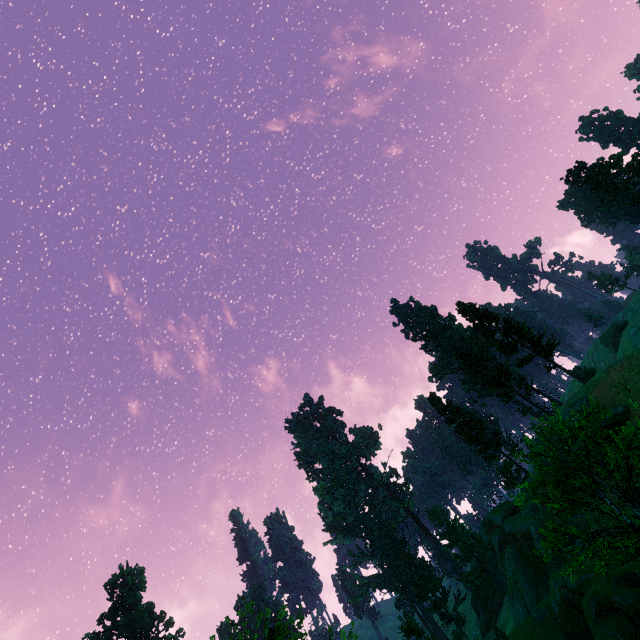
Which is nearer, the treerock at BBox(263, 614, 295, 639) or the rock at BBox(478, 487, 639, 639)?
the treerock at BBox(263, 614, 295, 639)

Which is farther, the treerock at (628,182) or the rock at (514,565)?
the treerock at (628,182)

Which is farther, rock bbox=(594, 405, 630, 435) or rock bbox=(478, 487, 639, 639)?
rock bbox=(594, 405, 630, 435)

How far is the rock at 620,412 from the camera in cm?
Result: 2569

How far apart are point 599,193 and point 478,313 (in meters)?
29.83

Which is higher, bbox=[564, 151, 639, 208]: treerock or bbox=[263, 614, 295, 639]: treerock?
bbox=[564, 151, 639, 208]: treerock

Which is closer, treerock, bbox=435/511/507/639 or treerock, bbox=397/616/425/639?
treerock, bbox=397/616/425/639
